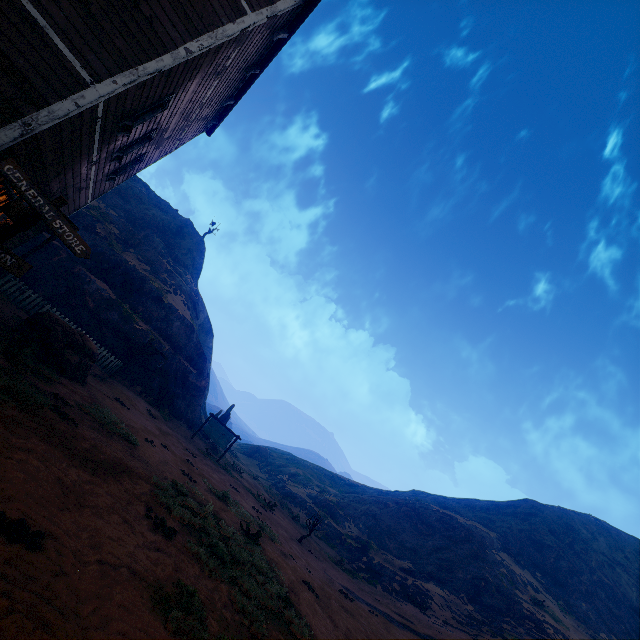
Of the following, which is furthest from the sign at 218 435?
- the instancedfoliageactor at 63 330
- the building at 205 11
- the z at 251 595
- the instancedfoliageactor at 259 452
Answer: the instancedfoliageactor at 259 452

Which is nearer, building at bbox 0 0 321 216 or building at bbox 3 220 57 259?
building at bbox 0 0 321 216

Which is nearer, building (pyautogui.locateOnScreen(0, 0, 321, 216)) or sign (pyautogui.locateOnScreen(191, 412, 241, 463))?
building (pyautogui.locateOnScreen(0, 0, 321, 216))

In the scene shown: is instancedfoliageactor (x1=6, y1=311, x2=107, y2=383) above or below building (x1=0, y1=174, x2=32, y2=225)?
below

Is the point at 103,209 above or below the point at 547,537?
below

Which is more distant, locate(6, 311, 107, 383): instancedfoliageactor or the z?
locate(6, 311, 107, 383): instancedfoliageactor

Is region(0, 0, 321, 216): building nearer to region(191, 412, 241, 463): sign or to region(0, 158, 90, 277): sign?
region(0, 158, 90, 277): sign

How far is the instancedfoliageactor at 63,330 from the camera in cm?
1069
